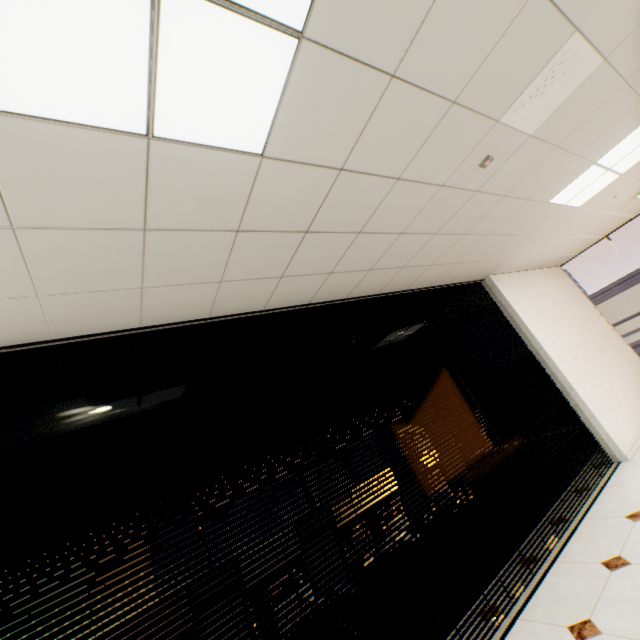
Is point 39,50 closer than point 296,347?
Yes

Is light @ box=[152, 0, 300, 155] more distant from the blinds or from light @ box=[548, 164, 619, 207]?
light @ box=[548, 164, 619, 207]

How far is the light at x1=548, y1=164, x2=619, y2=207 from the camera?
3.4m

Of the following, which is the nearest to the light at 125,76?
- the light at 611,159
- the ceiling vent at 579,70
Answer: the ceiling vent at 579,70

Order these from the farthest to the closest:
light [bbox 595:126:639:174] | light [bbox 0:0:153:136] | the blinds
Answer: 1. light [bbox 595:126:639:174]
2. the blinds
3. light [bbox 0:0:153:136]

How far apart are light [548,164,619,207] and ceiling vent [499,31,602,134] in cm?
155

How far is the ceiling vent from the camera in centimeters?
182cm
